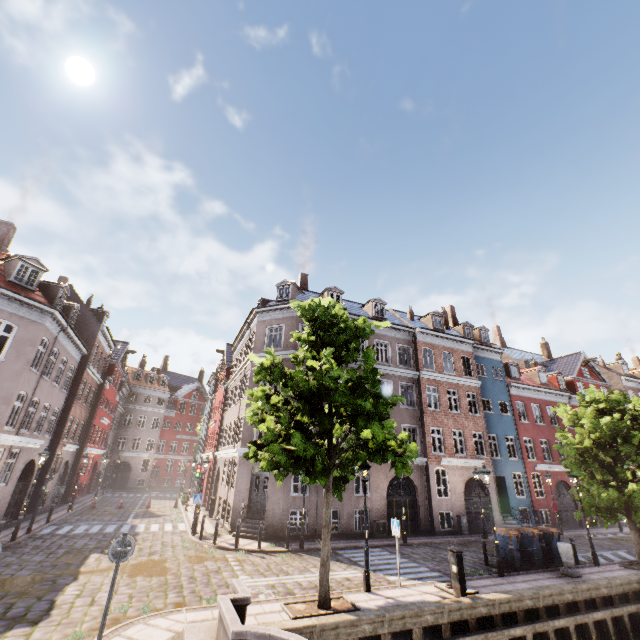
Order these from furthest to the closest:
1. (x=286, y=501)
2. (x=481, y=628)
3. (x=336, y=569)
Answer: (x=286, y=501), (x=336, y=569), (x=481, y=628)

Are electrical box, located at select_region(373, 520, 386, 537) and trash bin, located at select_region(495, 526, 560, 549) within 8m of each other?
yes

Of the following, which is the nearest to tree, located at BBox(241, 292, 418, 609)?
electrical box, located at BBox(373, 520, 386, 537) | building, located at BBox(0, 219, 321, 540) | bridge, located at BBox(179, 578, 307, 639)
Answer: bridge, located at BBox(179, 578, 307, 639)

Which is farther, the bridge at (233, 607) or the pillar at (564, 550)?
the pillar at (564, 550)

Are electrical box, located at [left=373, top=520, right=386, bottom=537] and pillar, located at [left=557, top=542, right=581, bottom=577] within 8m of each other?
no

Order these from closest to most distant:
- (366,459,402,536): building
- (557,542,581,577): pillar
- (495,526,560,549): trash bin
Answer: (557,542,581,577): pillar, (495,526,560,549): trash bin, (366,459,402,536): building

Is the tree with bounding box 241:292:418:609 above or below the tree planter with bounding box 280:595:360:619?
above

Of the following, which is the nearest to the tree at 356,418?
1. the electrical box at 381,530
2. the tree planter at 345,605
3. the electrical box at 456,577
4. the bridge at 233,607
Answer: the tree planter at 345,605
